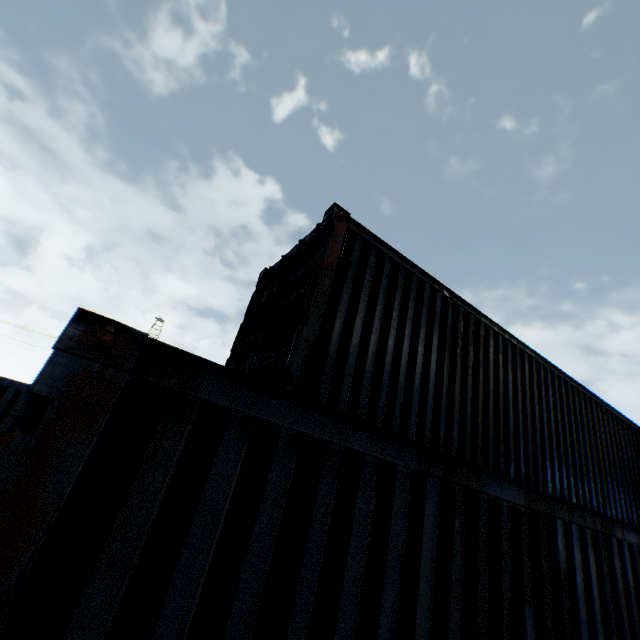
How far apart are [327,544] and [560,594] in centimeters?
250cm
